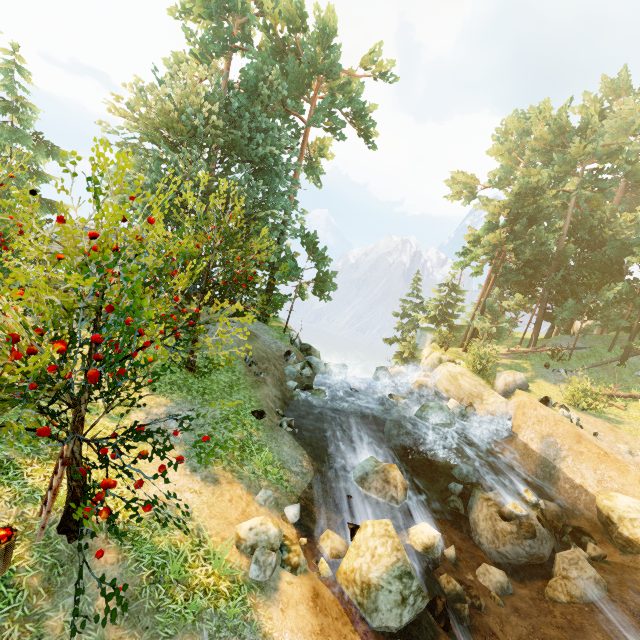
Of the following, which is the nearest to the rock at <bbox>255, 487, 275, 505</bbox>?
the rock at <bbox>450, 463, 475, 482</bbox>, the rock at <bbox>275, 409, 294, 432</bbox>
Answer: the rock at <bbox>275, 409, 294, 432</bbox>

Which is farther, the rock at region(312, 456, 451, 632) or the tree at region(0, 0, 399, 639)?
the rock at region(312, 456, 451, 632)

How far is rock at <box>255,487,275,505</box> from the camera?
9.12m

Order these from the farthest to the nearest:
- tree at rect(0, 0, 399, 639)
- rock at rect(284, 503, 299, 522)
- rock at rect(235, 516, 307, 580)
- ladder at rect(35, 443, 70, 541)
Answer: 1. rock at rect(284, 503, 299, 522)
2. rock at rect(235, 516, 307, 580)
3. ladder at rect(35, 443, 70, 541)
4. tree at rect(0, 0, 399, 639)

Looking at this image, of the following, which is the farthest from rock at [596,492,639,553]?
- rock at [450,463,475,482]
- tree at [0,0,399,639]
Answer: tree at [0,0,399,639]

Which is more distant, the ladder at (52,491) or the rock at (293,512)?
the rock at (293,512)

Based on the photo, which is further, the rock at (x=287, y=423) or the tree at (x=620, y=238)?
the tree at (x=620, y=238)

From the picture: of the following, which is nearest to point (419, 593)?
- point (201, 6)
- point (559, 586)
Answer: point (559, 586)
